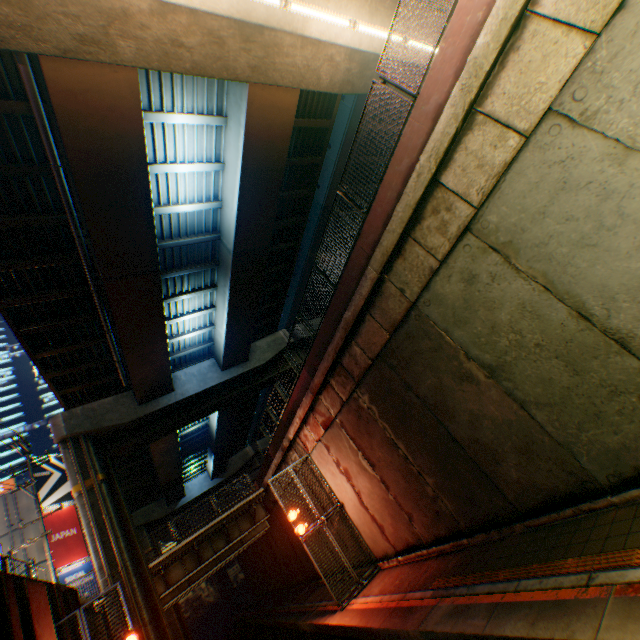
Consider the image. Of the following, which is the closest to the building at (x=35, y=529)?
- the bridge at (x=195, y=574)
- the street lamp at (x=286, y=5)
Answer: the bridge at (x=195, y=574)

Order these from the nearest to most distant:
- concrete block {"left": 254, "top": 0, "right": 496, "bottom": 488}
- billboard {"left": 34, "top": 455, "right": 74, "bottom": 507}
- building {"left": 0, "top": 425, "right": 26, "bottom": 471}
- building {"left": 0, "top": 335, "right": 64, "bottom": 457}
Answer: concrete block {"left": 254, "top": 0, "right": 496, "bottom": 488} → billboard {"left": 34, "top": 455, "right": 74, "bottom": 507} → building {"left": 0, "top": 425, "right": 26, "bottom": 471} → building {"left": 0, "top": 335, "right": 64, "bottom": 457}

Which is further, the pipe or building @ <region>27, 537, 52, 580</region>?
building @ <region>27, 537, 52, 580</region>

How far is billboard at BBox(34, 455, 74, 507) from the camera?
25.76m

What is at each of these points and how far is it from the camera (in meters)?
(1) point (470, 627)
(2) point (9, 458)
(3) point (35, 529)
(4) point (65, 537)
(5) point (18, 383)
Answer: (1) railway, 5.25
(2) building, 48.34
(3) building, 23.72
(4) billboard, 24.75
(5) building, 55.41

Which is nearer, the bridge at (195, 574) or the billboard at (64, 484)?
the bridge at (195, 574)

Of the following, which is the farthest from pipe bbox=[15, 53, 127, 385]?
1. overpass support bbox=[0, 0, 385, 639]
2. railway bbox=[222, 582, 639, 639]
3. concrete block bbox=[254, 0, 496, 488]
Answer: railway bbox=[222, 582, 639, 639]

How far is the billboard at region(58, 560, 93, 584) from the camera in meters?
22.9
